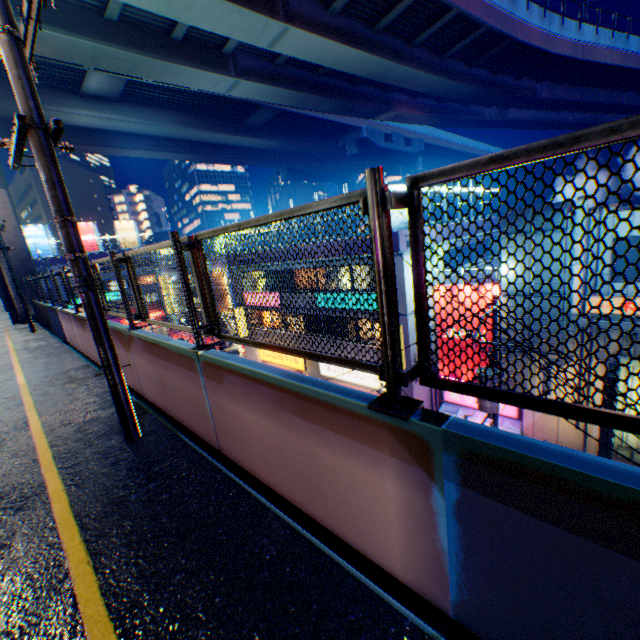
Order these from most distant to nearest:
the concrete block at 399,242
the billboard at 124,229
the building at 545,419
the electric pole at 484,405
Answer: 1. the billboard at 124,229
2. the concrete block at 399,242
3. the building at 545,419
4. the electric pole at 484,405

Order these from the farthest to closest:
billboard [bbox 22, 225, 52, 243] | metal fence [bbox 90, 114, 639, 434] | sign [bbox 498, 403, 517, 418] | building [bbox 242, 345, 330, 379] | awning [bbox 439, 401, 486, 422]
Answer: billboard [bbox 22, 225, 52, 243] → building [bbox 242, 345, 330, 379] → awning [bbox 439, 401, 486, 422] → sign [bbox 498, 403, 517, 418] → metal fence [bbox 90, 114, 639, 434]

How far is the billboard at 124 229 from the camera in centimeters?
5178cm

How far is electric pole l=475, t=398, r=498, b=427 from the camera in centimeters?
1223cm

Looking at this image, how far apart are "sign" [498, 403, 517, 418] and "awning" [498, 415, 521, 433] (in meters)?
0.07

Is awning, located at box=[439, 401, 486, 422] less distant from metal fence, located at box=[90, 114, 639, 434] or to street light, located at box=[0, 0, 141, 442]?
metal fence, located at box=[90, 114, 639, 434]

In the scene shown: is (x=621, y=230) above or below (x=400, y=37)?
below
